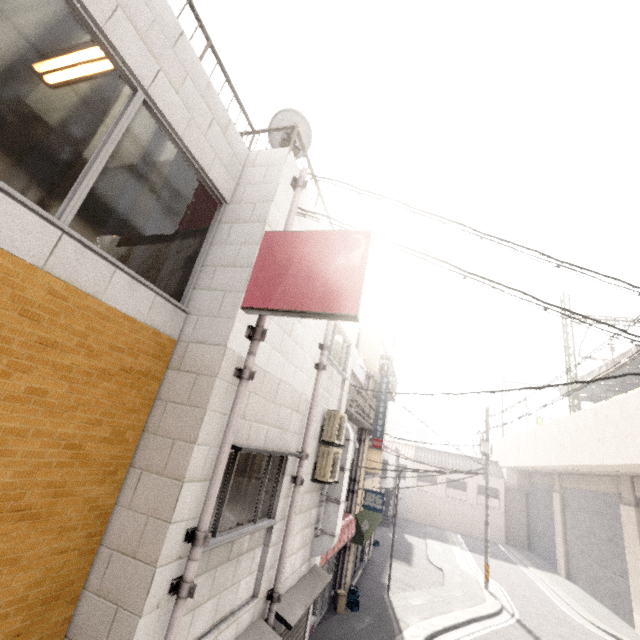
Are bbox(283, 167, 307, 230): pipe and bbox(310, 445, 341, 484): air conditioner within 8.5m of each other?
yes

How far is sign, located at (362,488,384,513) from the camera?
12.9m

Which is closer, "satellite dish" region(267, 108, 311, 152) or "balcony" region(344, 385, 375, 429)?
"satellite dish" region(267, 108, 311, 152)

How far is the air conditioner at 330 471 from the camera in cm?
637

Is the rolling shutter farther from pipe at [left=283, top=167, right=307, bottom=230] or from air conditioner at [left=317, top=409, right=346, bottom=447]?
pipe at [left=283, top=167, right=307, bottom=230]

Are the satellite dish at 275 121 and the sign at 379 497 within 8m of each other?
no

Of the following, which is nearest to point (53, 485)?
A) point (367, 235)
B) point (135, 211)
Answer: point (135, 211)

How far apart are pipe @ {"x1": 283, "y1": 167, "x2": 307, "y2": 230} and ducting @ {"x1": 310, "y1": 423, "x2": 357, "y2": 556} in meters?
4.4
